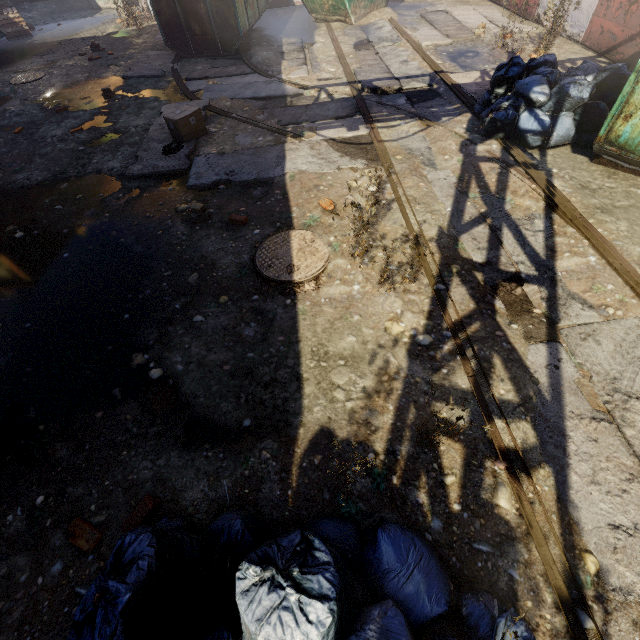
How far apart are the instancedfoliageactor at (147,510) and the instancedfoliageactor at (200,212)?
3.3 meters

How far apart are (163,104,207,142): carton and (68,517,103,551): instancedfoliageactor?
5.6 meters

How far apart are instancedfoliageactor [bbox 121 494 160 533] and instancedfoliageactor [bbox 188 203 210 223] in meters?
3.3 m

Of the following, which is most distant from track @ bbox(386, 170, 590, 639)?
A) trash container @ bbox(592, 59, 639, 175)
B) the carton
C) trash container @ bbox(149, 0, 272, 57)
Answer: the carton

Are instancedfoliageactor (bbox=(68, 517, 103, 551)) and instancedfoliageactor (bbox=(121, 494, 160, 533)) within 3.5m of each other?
yes

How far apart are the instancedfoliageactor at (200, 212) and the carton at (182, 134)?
2.03m

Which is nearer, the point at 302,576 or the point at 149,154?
the point at 302,576

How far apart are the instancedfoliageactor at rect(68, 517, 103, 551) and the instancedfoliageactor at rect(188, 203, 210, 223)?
3.41m
